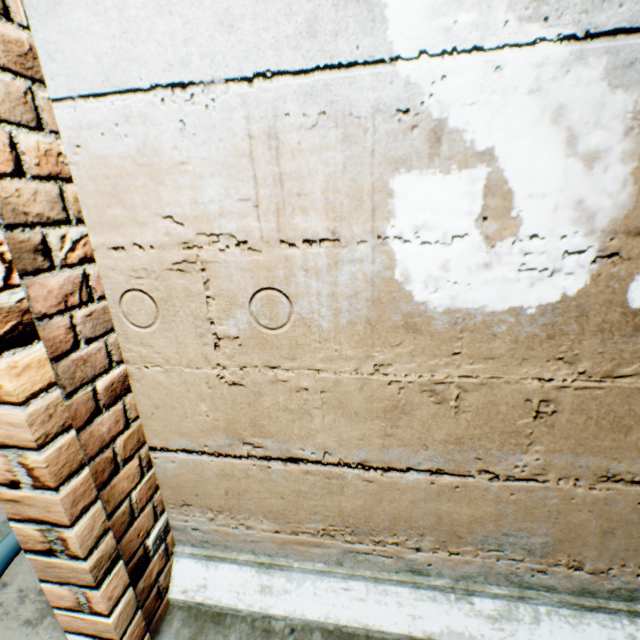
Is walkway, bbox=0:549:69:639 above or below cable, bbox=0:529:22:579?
below

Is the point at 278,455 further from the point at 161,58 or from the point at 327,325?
the point at 161,58

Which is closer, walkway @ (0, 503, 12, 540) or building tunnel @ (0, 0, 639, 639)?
building tunnel @ (0, 0, 639, 639)

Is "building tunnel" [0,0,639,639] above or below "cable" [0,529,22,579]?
above

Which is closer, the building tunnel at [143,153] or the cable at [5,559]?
the building tunnel at [143,153]

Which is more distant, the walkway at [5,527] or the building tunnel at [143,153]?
the walkway at [5,527]

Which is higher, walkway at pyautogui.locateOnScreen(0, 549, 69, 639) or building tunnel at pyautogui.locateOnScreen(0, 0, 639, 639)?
building tunnel at pyautogui.locateOnScreen(0, 0, 639, 639)

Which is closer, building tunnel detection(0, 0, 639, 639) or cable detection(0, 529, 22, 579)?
building tunnel detection(0, 0, 639, 639)
